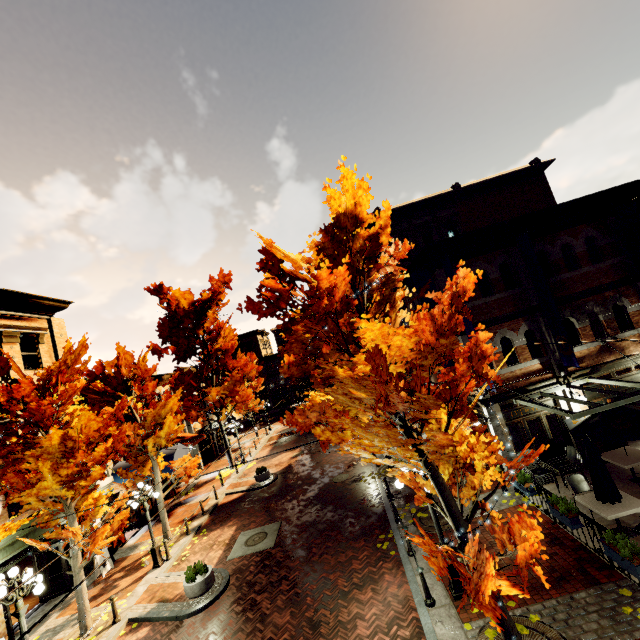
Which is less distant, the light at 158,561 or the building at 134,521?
the light at 158,561

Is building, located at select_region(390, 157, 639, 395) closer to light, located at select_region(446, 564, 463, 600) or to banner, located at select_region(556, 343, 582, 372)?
banner, located at select_region(556, 343, 582, 372)

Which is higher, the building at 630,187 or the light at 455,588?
the building at 630,187

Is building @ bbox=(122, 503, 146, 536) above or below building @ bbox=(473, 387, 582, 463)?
below

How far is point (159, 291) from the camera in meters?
25.2

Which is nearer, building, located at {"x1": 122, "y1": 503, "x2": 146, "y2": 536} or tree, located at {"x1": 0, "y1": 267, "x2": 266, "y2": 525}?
tree, located at {"x1": 0, "y1": 267, "x2": 266, "y2": 525}

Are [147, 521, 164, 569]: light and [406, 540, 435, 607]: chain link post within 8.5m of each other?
no

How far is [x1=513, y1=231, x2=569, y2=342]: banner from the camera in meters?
11.5 m
